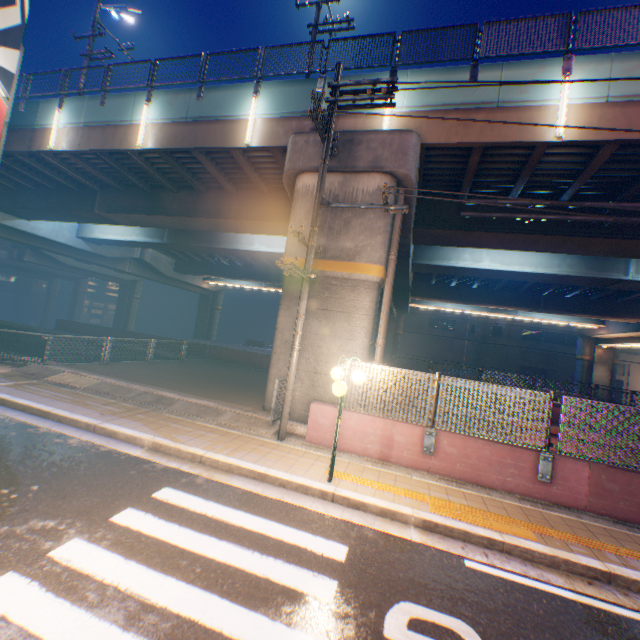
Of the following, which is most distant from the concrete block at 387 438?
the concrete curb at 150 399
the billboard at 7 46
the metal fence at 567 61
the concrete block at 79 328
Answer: the billboard at 7 46

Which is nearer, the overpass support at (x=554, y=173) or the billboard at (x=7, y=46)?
the overpass support at (x=554, y=173)

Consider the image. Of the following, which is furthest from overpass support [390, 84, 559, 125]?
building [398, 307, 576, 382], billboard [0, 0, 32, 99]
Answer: building [398, 307, 576, 382]

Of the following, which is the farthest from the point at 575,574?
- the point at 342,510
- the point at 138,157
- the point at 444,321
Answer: the point at 444,321

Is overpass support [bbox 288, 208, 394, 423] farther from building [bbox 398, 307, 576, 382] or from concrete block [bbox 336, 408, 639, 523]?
building [bbox 398, 307, 576, 382]

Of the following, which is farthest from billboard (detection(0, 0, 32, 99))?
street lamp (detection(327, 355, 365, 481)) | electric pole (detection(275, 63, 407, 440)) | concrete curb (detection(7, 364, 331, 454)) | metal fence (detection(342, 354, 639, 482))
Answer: street lamp (detection(327, 355, 365, 481))

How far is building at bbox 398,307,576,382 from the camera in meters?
44.3

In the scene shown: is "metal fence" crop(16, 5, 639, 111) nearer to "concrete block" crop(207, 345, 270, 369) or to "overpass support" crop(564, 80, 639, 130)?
"overpass support" crop(564, 80, 639, 130)
